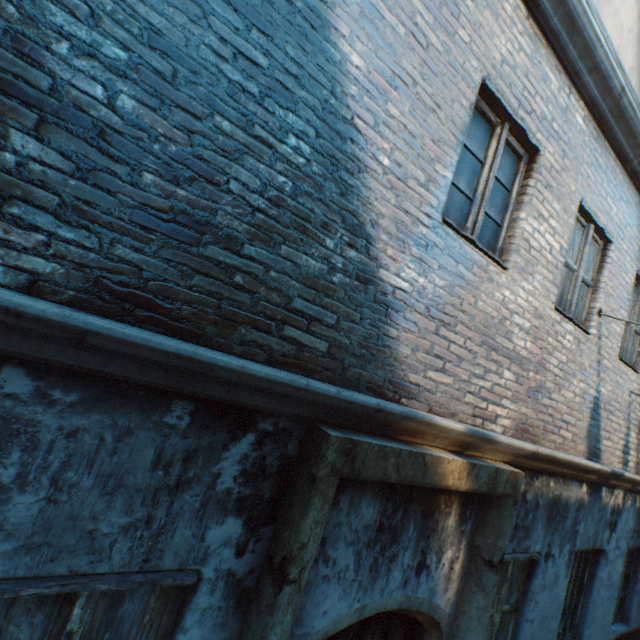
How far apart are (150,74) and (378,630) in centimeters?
400cm
